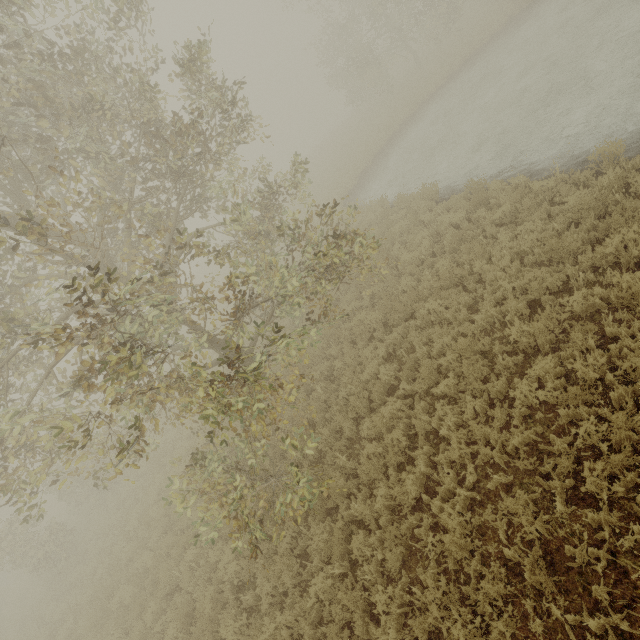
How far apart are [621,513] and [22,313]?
10.49m
